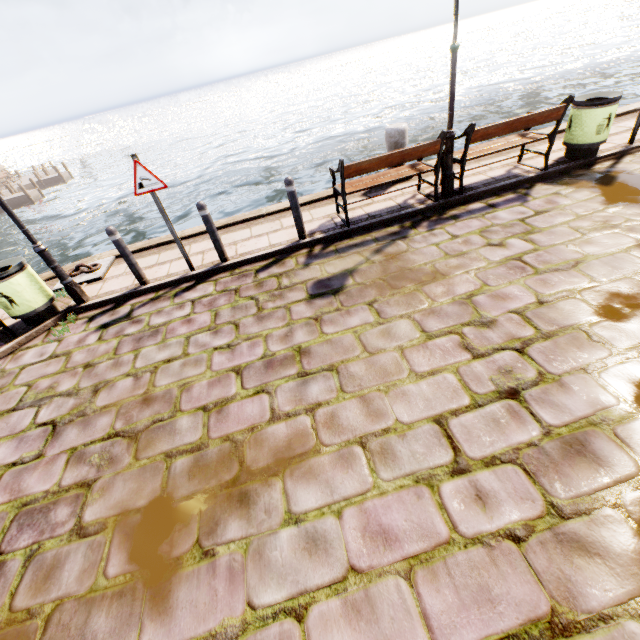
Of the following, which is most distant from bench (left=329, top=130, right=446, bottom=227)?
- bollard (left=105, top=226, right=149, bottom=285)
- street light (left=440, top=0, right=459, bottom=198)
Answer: bollard (left=105, top=226, right=149, bottom=285)

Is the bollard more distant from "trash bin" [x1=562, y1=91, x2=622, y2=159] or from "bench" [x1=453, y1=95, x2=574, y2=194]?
"trash bin" [x1=562, y1=91, x2=622, y2=159]

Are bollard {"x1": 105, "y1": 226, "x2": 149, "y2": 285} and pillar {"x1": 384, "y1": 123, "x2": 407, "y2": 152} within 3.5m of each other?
no

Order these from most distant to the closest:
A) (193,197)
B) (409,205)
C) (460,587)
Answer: (193,197) < (409,205) < (460,587)

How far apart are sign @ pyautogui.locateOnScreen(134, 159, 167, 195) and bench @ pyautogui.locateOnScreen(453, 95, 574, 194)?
4.99m

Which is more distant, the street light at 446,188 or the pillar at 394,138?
the pillar at 394,138

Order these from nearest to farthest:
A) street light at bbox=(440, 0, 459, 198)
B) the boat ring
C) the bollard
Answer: street light at bbox=(440, 0, 459, 198), the bollard, the boat ring

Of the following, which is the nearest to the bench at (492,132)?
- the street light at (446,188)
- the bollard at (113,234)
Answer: the street light at (446,188)
